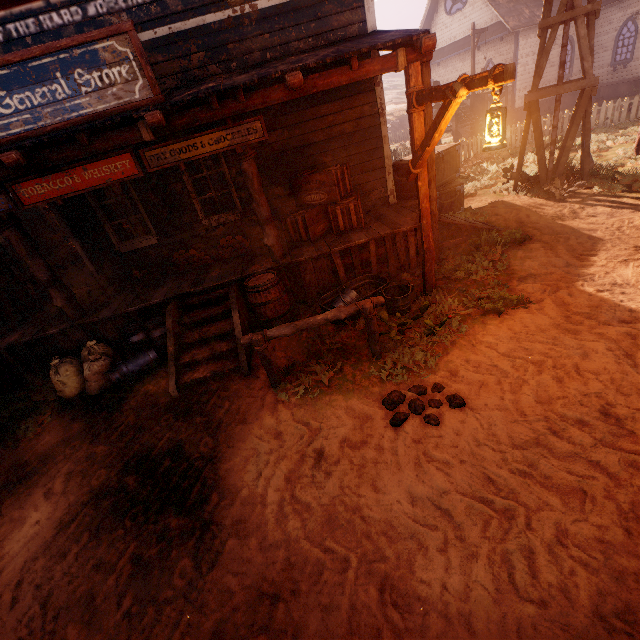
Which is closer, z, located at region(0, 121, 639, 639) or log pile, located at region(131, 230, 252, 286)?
z, located at region(0, 121, 639, 639)

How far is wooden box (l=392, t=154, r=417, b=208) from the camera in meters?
8.1 m

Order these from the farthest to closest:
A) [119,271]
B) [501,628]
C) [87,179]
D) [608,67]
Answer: [608,67]
[119,271]
[87,179]
[501,628]

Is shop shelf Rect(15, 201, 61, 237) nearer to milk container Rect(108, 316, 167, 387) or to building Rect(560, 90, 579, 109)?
building Rect(560, 90, 579, 109)

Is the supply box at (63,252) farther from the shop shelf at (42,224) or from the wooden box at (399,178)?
the wooden box at (399,178)

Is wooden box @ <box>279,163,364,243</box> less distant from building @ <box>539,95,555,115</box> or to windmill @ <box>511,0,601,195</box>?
building @ <box>539,95,555,115</box>

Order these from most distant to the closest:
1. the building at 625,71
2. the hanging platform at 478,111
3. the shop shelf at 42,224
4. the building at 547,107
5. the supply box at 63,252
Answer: the building at 547,107
the building at 625,71
the hanging platform at 478,111
the shop shelf at 42,224
the supply box at 63,252

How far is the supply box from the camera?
8.65m
